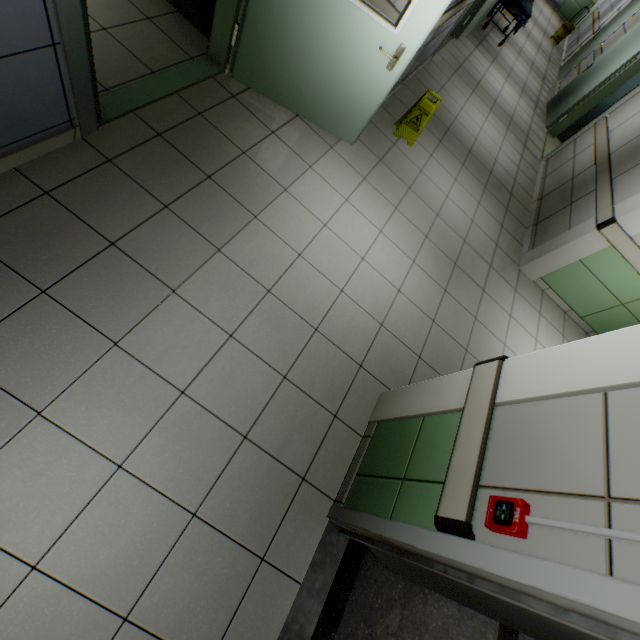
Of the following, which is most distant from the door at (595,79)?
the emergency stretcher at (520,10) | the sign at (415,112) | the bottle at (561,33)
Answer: the bottle at (561,33)

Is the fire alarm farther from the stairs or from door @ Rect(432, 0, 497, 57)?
door @ Rect(432, 0, 497, 57)

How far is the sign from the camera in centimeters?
397cm

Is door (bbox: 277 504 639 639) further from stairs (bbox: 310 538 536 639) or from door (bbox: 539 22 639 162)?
door (bbox: 539 22 639 162)

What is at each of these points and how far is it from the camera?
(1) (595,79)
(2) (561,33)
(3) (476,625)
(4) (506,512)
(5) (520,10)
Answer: (1) door, 6.8 meters
(2) bottle, 11.1 meters
(3) stairs, 2.4 meters
(4) fire alarm, 1.2 meters
(5) emergency stretcher, 7.2 meters

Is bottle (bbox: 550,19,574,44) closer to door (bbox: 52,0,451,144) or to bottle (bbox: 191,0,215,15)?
door (bbox: 52,0,451,144)

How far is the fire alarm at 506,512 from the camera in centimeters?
117cm
